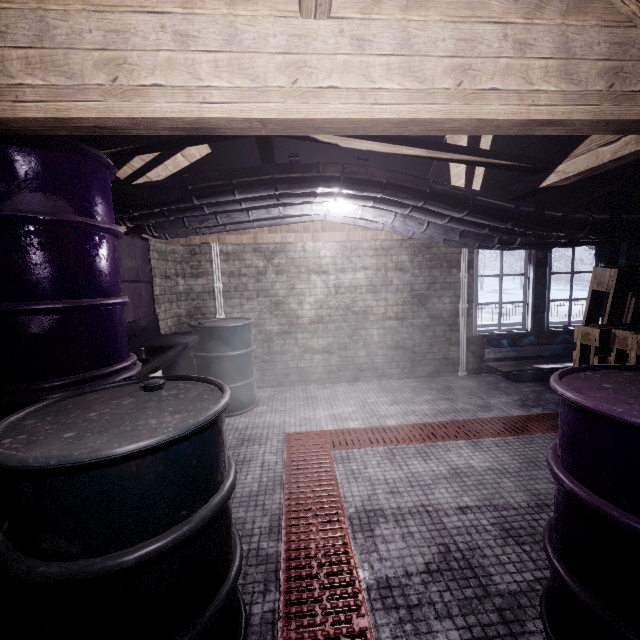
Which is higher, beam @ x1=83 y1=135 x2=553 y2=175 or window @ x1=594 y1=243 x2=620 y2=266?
beam @ x1=83 y1=135 x2=553 y2=175

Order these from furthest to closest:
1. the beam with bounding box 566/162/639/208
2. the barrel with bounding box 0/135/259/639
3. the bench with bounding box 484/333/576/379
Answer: the bench with bounding box 484/333/576/379
the beam with bounding box 566/162/639/208
the barrel with bounding box 0/135/259/639

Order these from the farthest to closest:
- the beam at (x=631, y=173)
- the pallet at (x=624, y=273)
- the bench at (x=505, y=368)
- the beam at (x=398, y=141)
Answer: the bench at (x=505, y=368) < the beam at (x=631, y=173) < the pallet at (x=624, y=273) < the beam at (x=398, y=141)

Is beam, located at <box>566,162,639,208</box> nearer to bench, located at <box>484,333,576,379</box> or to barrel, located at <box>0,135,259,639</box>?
bench, located at <box>484,333,576,379</box>

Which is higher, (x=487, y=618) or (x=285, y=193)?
(x=285, y=193)

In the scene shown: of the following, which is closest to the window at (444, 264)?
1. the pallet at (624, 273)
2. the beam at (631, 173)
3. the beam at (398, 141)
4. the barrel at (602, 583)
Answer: the beam at (631, 173)

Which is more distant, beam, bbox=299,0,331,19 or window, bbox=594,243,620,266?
window, bbox=594,243,620,266

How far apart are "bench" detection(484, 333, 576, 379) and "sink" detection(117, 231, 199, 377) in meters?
3.7
